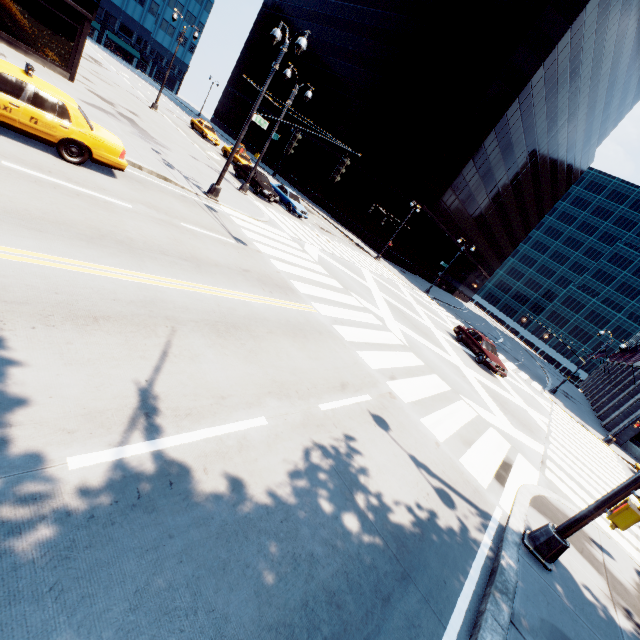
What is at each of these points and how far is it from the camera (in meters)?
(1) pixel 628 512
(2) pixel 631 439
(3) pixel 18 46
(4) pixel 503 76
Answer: (1) crosswalk signal, 3.12
(2) building, 28.03
(3) building, 15.66
(4) building, 38.25

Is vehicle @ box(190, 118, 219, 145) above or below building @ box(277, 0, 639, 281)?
below

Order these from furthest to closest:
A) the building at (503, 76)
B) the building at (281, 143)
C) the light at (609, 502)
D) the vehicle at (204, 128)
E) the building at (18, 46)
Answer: the building at (281, 143) < the building at (503, 76) < the vehicle at (204, 128) < the building at (18, 46) < the light at (609, 502)

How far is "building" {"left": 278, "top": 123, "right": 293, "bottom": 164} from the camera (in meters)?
58.72

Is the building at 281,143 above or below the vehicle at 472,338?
above

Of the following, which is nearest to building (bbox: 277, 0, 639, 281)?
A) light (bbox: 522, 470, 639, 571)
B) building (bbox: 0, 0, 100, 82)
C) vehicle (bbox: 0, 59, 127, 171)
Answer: building (bbox: 0, 0, 100, 82)

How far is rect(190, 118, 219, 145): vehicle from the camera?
35.0 meters

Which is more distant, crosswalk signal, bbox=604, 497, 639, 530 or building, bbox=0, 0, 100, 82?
building, bbox=0, 0, 100, 82
